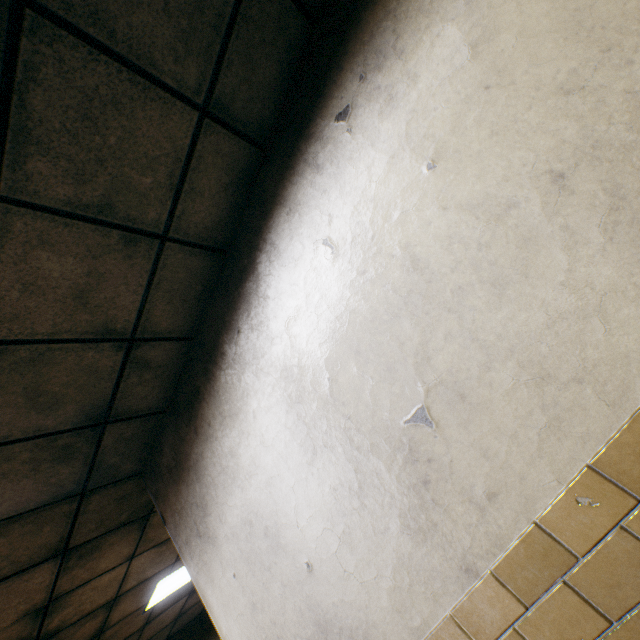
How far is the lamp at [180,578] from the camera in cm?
403

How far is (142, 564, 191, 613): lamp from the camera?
4.0m

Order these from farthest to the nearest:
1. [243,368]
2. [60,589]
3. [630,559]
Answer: [60,589], [243,368], [630,559]
